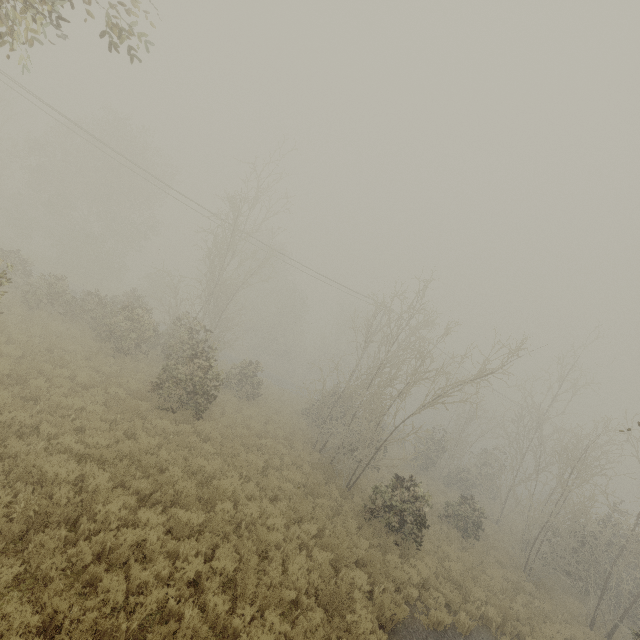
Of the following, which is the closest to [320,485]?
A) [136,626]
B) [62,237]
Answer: [136,626]

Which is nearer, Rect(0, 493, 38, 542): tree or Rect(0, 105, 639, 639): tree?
Rect(0, 493, 38, 542): tree

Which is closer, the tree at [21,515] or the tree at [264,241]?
the tree at [21,515]

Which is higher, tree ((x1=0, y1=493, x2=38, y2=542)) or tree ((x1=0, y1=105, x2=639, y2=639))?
tree ((x1=0, y1=105, x2=639, y2=639))

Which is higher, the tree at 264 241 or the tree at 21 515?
the tree at 264 241
